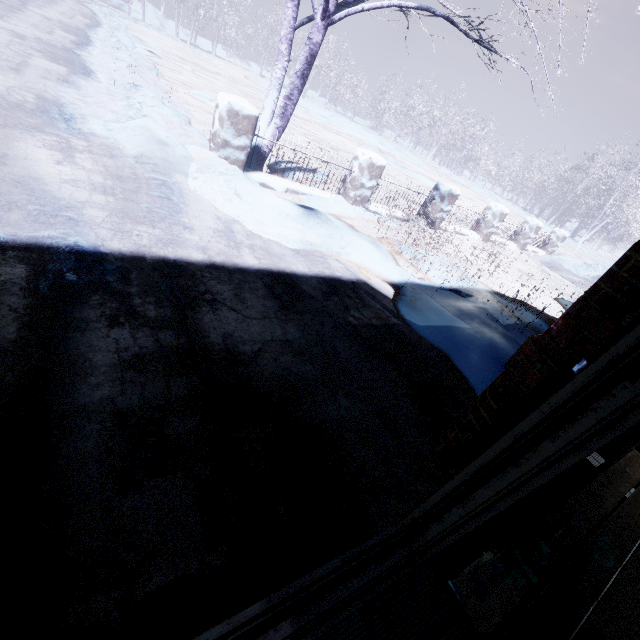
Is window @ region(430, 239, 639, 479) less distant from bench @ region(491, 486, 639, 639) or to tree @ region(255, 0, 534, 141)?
bench @ region(491, 486, 639, 639)

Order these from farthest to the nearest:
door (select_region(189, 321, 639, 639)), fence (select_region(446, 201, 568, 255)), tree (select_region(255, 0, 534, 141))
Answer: fence (select_region(446, 201, 568, 255)) → tree (select_region(255, 0, 534, 141)) → door (select_region(189, 321, 639, 639))

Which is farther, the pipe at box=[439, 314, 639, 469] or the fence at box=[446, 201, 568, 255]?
the fence at box=[446, 201, 568, 255]

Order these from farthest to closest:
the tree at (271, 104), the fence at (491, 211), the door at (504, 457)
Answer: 1. the fence at (491, 211)
2. the tree at (271, 104)
3. the door at (504, 457)

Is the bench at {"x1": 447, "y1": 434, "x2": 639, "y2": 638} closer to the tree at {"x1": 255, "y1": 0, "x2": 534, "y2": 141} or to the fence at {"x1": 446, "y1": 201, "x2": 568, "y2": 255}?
the tree at {"x1": 255, "y1": 0, "x2": 534, "y2": 141}

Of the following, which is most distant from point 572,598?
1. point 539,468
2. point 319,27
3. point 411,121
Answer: point 411,121

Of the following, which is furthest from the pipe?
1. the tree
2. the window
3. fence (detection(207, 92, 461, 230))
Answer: fence (detection(207, 92, 461, 230))

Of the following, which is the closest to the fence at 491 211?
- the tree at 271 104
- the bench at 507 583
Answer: the tree at 271 104
